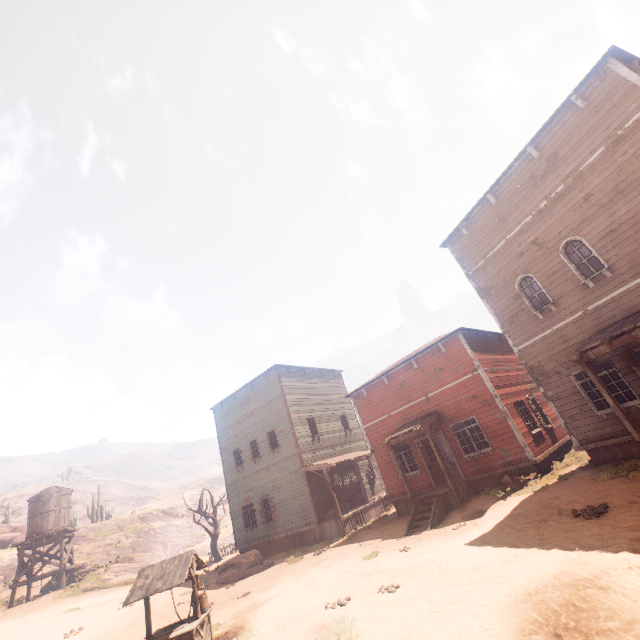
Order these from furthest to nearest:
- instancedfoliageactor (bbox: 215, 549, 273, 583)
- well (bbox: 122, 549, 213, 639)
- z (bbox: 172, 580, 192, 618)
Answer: instancedfoliageactor (bbox: 215, 549, 273, 583), z (bbox: 172, 580, 192, 618), well (bbox: 122, 549, 213, 639)

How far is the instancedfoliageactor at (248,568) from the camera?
16.8m

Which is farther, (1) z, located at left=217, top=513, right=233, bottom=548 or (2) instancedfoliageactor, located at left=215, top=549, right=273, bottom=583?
(1) z, located at left=217, top=513, right=233, bottom=548

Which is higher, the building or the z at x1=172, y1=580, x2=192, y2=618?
the building

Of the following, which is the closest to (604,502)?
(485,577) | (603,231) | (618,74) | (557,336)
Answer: (485,577)

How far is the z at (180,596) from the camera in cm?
1338

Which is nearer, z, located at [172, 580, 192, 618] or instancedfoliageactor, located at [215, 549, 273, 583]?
z, located at [172, 580, 192, 618]

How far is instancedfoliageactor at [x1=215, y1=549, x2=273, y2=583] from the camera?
16.8m
